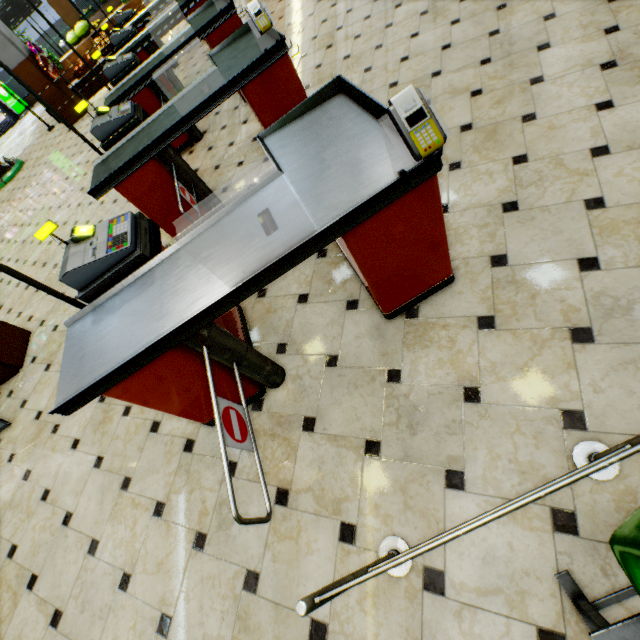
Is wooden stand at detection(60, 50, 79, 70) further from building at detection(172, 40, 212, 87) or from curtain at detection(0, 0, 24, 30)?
curtain at detection(0, 0, 24, 30)

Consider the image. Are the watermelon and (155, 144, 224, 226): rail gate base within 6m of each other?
no

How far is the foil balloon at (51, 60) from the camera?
8.4m

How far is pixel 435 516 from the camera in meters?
1.6 m

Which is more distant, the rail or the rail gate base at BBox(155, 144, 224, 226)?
the rail gate base at BBox(155, 144, 224, 226)

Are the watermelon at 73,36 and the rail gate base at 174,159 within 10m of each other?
no

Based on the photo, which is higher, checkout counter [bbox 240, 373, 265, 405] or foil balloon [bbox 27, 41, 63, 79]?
foil balloon [bbox 27, 41, 63, 79]

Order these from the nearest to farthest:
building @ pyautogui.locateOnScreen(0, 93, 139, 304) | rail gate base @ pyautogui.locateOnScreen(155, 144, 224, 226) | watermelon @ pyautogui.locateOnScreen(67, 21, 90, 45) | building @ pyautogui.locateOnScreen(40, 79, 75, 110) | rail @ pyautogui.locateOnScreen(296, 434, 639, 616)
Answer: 1. rail @ pyautogui.locateOnScreen(296, 434, 639, 616)
2. rail gate base @ pyautogui.locateOnScreen(155, 144, 224, 226)
3. building @ pyautogui.locateOnScreen(0, 93, 139, 304)
4. building @ pyautogui.locateOnScreen(40, 79, 75, 110)
5. watermelon @ pyautogui.locateOnScreen(67, 21, 90, 45)
